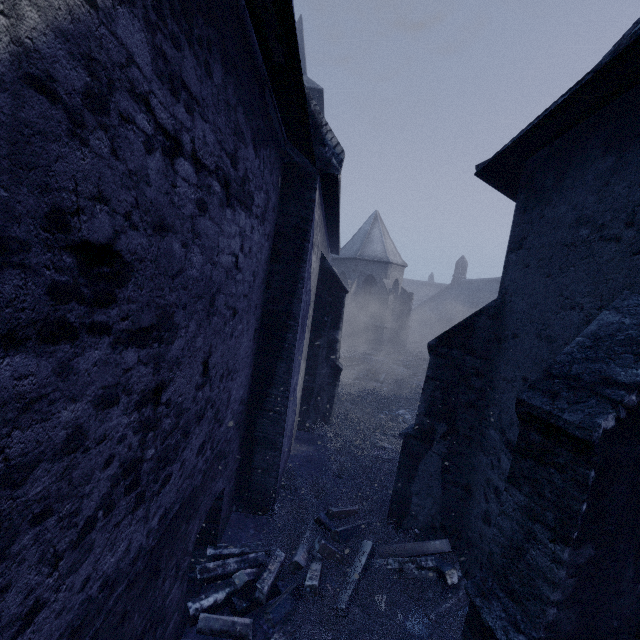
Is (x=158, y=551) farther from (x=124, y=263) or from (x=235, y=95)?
(x=235, y=95)
